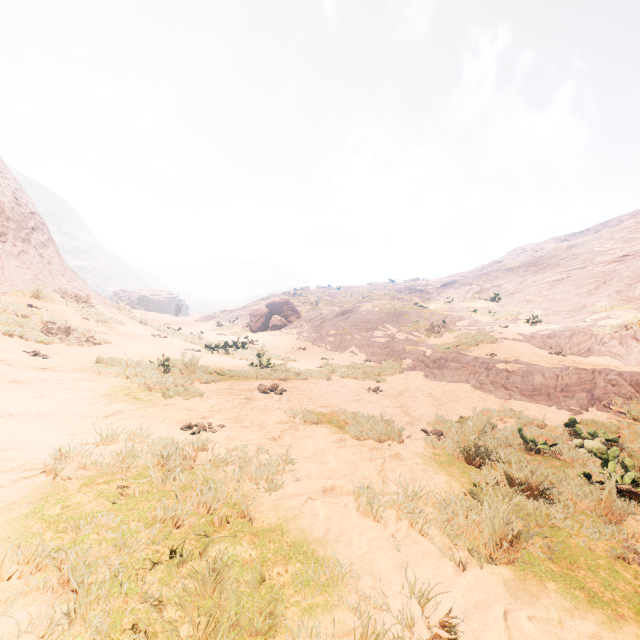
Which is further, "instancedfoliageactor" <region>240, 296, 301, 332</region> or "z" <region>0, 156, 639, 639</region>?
"instancedfoliageactor" <region>240, 296, 301, 332</region>

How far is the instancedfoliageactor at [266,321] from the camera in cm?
2180

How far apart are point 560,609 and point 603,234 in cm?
3496

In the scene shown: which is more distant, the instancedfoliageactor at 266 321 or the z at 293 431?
the instancedfoliageactor at 266 321

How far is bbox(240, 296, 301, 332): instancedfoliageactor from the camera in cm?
2180
